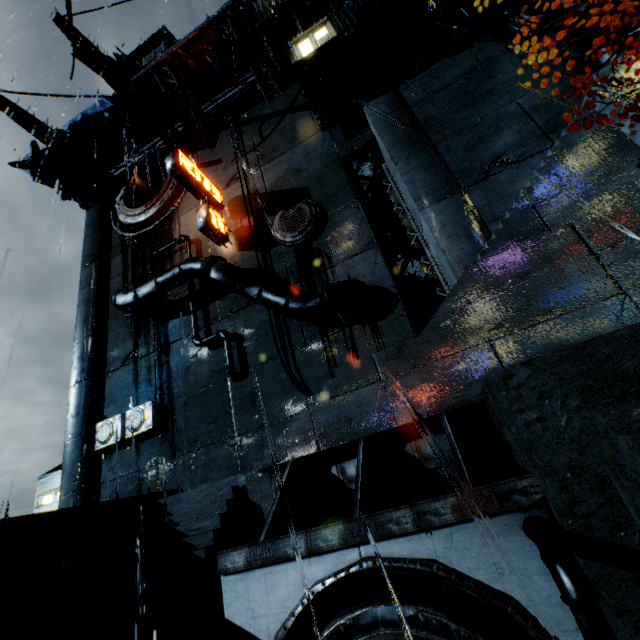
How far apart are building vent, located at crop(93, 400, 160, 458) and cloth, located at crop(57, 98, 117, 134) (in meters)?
21.15

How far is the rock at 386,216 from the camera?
29.1m

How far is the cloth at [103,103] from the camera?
23.6 meters

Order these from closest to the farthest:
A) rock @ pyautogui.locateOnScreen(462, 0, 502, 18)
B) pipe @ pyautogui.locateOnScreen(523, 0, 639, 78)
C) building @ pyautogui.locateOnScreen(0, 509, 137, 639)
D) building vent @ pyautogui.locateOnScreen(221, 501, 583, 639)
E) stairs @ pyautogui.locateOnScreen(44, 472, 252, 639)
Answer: building vent @ pyautogui.locateOnScreen(221, 501, 583, 639) < stairs @ pyautogui.locateOnScreen(44, 472, 252, 639) < building @ pyautogui.locateOnScreen(0, 509, 137, 639) < pipe @ pyautogui.locateOnScreen(523, 0, 639, 78) < rock @ pyautogui.locateOnScreen(462, 0, 502, 18)

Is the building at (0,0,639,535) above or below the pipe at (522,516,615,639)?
above

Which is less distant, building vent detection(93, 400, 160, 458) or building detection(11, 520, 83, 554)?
building detection(11, 520, 83, 554)

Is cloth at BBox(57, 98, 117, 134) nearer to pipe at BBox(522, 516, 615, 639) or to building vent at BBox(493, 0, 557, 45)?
building vent at BBox(493, 0, 557, 45)

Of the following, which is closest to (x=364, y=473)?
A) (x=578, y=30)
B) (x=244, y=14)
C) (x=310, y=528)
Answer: (x=310, y=528)
